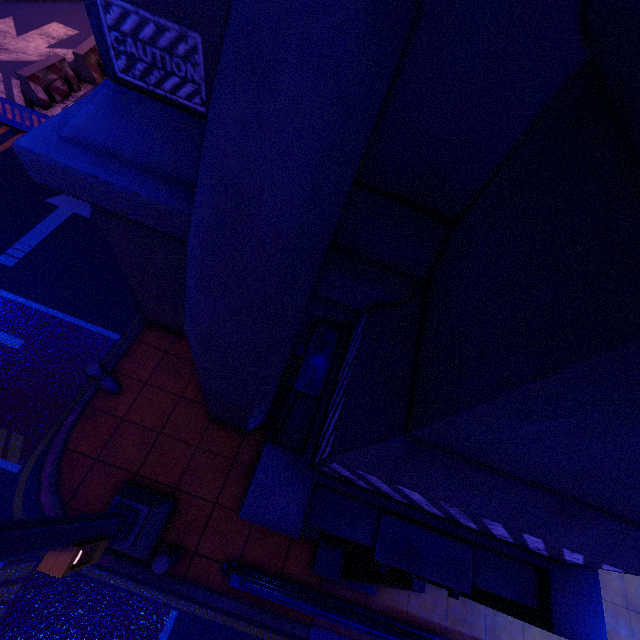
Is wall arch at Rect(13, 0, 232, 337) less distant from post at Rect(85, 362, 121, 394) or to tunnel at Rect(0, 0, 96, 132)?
tunnel at Rect(0, 0, 96, 132)

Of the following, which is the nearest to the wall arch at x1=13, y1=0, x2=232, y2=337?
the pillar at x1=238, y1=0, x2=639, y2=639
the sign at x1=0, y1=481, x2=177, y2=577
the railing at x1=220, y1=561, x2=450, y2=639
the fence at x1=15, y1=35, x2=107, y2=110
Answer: the pillar at x1=238, y1=0, x2=639, y2=639

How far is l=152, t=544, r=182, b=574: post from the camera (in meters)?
4.01

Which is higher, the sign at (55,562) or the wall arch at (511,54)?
the wall arch at (511,54)

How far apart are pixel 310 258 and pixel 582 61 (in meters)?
2.18

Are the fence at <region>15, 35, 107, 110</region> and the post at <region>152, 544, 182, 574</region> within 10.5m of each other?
no

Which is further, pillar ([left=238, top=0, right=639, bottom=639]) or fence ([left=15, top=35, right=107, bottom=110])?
fence ([left=15, top=35, right=107, bottom=110])

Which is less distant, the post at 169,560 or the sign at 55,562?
the sign at 55,562
